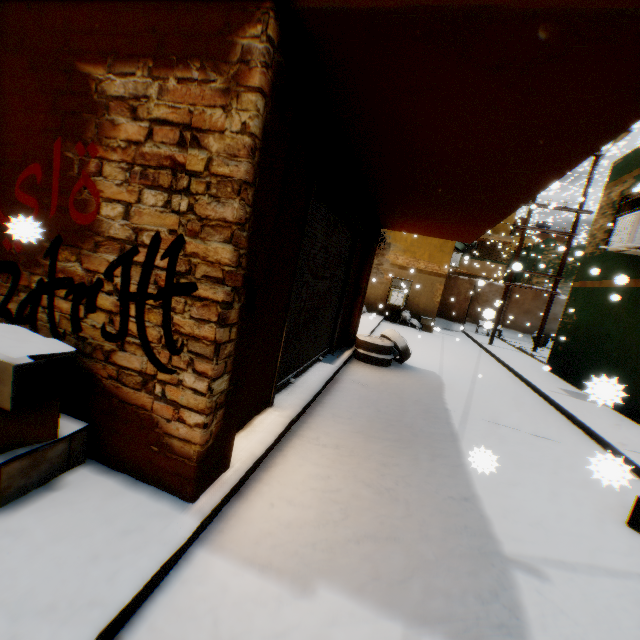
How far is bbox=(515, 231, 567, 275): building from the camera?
24.4m

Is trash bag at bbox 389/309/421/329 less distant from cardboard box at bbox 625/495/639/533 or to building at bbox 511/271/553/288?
building at bbox 511/271/553/288

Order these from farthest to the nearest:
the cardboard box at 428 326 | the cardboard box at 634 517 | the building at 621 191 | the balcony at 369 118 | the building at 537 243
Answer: the building at 537 243, the cardboard box at 428 326, the building at 621 191, the cardboard box at 634 517, the balcony at 369 118

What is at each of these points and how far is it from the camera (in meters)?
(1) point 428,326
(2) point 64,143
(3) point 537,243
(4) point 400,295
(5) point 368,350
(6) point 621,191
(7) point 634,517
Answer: (1) cardboard box, 16.42
(2) building, 2.23
(3) building, 26.47
(4) window air conditioner, 16.64
(5) wheel, 7.77
(6) building, 9.39
(7) cardboard box, 3.36

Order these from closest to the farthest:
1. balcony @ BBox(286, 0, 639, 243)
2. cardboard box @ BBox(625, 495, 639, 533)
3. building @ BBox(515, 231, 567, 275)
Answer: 1. balcony @ BBox(286, 0, 639, 243)
2. cardboard box @ BBox(625, 495, 639, 533)
3. building @ BBox(515, 231, 567, 275)

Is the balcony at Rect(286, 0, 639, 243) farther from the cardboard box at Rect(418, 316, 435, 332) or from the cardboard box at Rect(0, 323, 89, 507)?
the cardboard box at Rect(418, 316, 435, 332)

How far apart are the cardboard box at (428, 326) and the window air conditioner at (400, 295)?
1.1m

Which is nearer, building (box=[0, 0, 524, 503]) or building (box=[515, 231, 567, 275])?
building (box=[0, 0, 524, 503])
